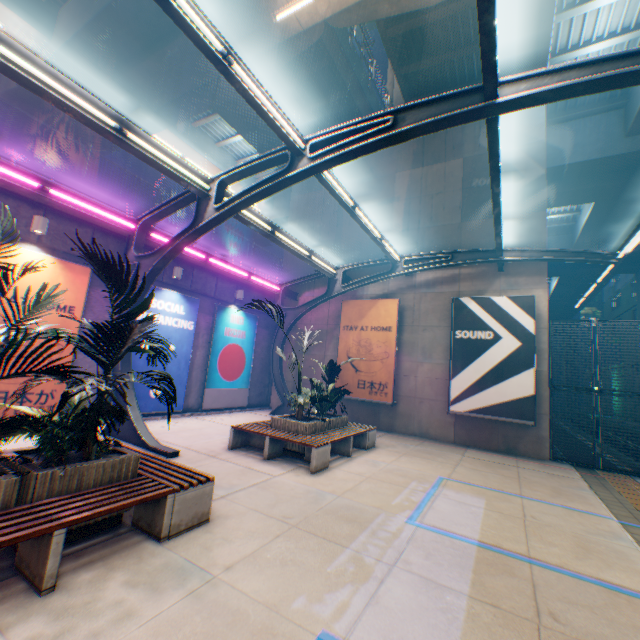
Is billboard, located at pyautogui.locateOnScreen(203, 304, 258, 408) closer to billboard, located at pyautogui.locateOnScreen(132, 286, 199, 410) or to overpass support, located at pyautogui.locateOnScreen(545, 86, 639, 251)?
billboard, located at pyautogui.locateOnScreen(132, 286, 199, 410)

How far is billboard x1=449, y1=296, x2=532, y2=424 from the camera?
10.86m

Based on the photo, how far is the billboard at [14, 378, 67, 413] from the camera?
8.2 meters

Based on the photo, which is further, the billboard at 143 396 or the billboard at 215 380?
the billboard at 215 380

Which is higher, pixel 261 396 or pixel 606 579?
pixel 261 396

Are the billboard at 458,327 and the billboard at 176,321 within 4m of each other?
no

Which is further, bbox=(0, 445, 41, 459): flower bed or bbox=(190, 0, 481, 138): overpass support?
bbox=(190, 0, 481, 138): overpass support

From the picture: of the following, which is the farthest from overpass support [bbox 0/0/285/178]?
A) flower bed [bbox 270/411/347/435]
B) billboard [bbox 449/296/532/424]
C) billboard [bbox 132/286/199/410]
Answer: flower bed [bbox 270/411/347/435]
